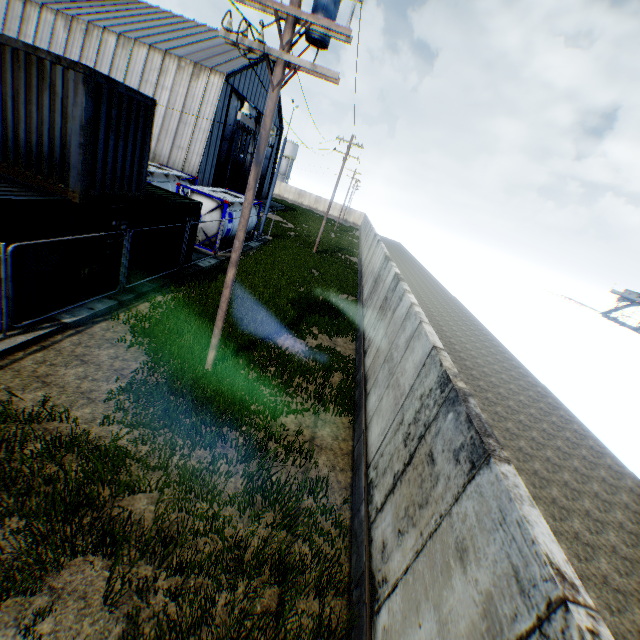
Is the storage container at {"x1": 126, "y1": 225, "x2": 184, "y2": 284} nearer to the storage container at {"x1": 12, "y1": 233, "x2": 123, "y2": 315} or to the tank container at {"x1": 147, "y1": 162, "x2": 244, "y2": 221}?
the storage container at {"x1": 12, "y1": 233, "x2": 123, "y2": 315}

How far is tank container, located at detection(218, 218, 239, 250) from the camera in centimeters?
1861cm

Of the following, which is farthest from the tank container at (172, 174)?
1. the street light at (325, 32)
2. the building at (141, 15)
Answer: the street light at (325, 32)

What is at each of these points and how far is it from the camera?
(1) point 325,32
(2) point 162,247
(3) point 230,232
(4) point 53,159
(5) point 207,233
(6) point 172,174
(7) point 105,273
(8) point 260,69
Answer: (1) street light, 5.99m
(2) storage container, 12.70m
(3) tank container, 19.78m
(4) storage container, 7.92m
(5) tank container, 18.36m
(6) tank container, 20.83m
(7) storage container, 10.35m
(8) building, 35.62m

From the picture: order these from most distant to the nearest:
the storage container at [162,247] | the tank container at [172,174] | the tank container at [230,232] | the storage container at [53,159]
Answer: the tank container at [230,232] < the tank container at [172,174] < the storage container at [162,247] < the storage container at [53,159]

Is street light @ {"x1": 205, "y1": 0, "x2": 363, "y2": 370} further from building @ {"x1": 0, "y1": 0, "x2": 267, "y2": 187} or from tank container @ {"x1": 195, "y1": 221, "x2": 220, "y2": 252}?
building @ {"x1": 0, "y1": 0, "x2": 267, "y2": 187}

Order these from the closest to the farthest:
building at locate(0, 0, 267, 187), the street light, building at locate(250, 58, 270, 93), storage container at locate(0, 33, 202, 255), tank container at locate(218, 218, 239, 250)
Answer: the street light, storage container at locate(0, 33, 202, 255), tank container at locate(218, 218, 239, 250), building at locate(0, 0, 267, 187), building at locate(250, 58, 270, 93)

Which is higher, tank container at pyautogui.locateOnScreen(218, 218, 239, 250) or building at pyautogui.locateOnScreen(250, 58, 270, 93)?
building at pyautogui.locateOnScreen(250, 58, 270, 93)
